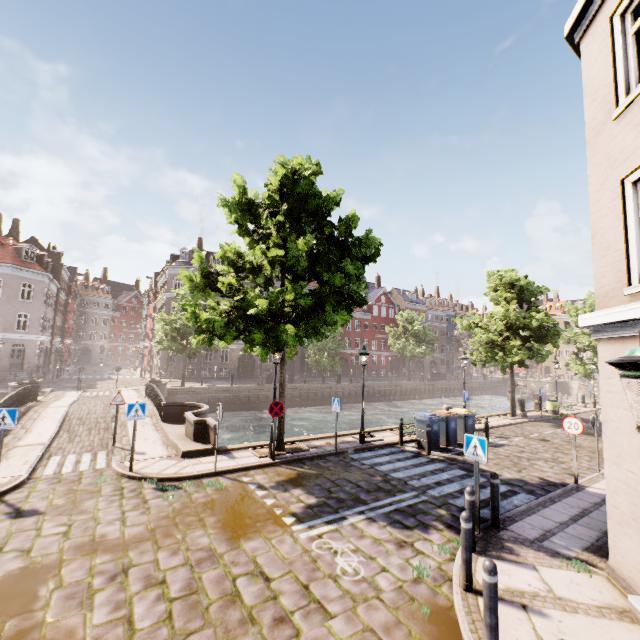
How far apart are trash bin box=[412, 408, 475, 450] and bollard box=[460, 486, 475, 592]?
8.9 meters

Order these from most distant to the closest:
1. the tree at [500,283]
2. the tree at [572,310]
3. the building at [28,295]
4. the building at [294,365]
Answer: the building at [294,365] < the building at [28,295] < the tree at [572,310] < the tree at [500,283]

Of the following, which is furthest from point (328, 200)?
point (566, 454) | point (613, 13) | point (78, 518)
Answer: point (566, 454)

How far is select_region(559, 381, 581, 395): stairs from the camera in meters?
51.3

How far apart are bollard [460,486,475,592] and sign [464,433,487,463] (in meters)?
1.79

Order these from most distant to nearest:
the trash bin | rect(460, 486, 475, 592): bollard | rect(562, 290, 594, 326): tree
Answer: rect(562, 290, 594, 326): tree
the trash bin
rect(460, 486, 475, 592): bollard

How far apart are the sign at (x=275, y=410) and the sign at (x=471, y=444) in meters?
5.8

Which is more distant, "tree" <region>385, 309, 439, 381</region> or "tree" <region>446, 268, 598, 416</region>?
"tree" <region>385, 309, 439, 381</region>
